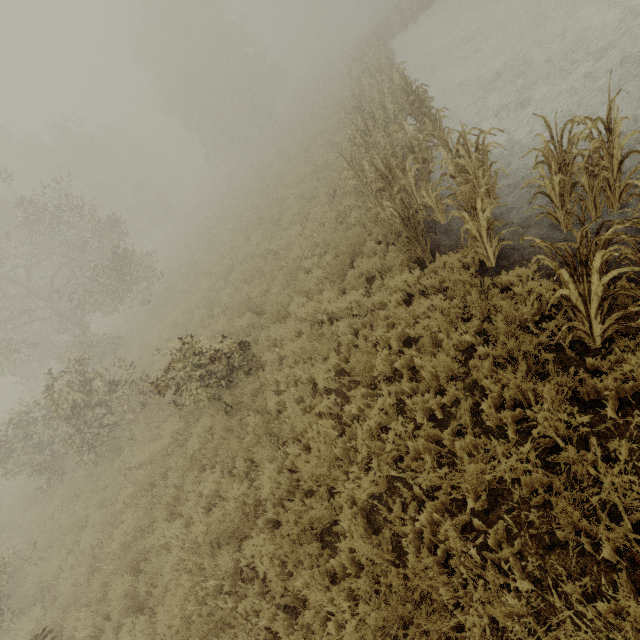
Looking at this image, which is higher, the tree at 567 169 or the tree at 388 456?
the tree at 567 169

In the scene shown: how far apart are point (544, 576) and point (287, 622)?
3.1 meters

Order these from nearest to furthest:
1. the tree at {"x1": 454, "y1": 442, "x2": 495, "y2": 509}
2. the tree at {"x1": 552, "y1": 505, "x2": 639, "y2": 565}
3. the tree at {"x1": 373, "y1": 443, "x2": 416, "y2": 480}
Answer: the tree at {"x1": 552, "y1": 505, "x2": 639, "y2": 565}
the tree at {"x1": 454, "y1": 442, "x2": 495, "y2": 509}
the tree at {"x1": 373, "y1": 443, "x2": 416, "y2": 480}

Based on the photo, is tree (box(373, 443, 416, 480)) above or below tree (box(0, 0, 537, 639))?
below

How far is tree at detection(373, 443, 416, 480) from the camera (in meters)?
4.29

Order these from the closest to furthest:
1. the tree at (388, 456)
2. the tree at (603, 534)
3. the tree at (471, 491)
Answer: the tree at (603, 534), the tree at (471, 491), the tree at (388, 456)
